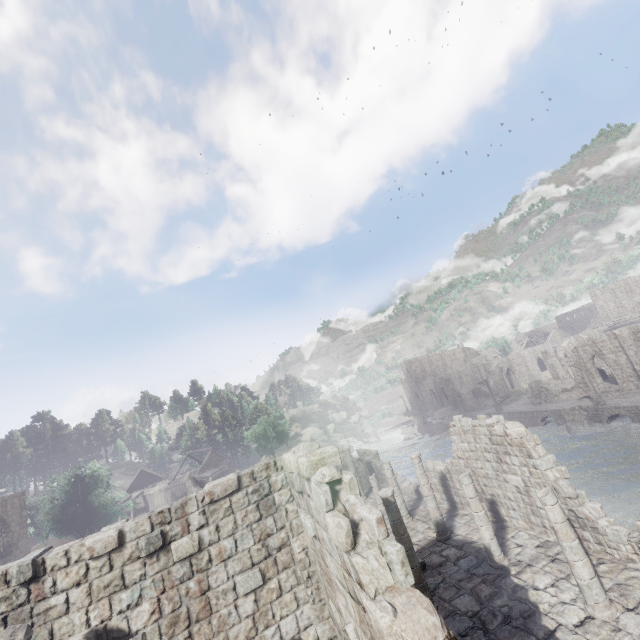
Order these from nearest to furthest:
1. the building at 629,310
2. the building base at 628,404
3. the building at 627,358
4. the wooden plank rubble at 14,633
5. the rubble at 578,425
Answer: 1. the wooden plank rubble at 14,633
2. the building base at 628,404
3. the rubble at 578,425
4. the building at 627,358
5. the building at 629,310

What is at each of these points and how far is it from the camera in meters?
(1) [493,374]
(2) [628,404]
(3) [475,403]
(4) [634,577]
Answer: (1) building, 59.6
(2) building base, 30.5
(3) building, 58.1
(4) building, 9.8

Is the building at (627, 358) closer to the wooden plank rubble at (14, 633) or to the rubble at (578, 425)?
the wooden plank rubble at (14, 633)

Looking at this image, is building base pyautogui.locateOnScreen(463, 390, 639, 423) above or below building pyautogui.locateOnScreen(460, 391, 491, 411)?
below

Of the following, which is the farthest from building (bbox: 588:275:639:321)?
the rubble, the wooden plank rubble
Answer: the rubble

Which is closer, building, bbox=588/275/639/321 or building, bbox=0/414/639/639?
building, bbox=0/414/639/639

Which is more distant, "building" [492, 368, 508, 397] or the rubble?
"building" [492, 368, 508, 397]

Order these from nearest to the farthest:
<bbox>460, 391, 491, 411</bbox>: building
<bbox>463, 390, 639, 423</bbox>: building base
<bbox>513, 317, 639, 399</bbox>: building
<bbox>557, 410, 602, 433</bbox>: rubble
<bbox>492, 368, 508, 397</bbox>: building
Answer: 1. <bbox>463, 390, 639, 423</bbox>: building base
2. <bbox>557, 410, 602, 433</bbox>: rubble
3. <bbox>513, 317, 639, 399</bbox>: building
4. <bbox>460, 391, 491, 411</bbox>: building
5. <bbox>492, 368, 508, 397</bbox>: building
